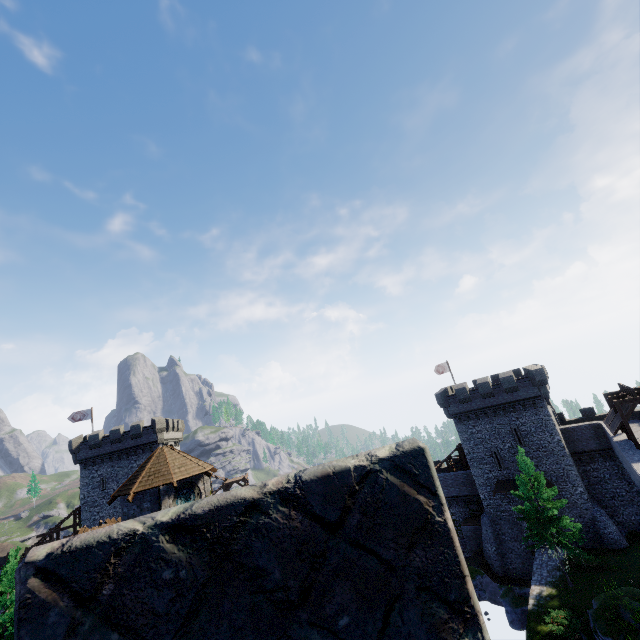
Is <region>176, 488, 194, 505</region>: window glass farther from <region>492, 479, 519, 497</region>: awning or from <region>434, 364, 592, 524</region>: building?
<region>492, 479, 519, 497</region>: awning

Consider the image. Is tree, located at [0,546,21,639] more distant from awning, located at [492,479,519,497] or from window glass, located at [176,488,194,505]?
awning, located at [492,479,519,497]

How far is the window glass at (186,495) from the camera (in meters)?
20.56

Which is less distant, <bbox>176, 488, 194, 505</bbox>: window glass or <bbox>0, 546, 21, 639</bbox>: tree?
<bbox>176, 488, 194, 505</bbox>: window glass

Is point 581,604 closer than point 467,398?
Yes

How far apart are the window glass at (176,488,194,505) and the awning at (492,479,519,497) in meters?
31.4 m

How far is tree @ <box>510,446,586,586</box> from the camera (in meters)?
25.38

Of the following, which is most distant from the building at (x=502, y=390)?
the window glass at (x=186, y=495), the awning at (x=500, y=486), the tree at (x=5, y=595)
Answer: the tree at (x=5, y=595)
